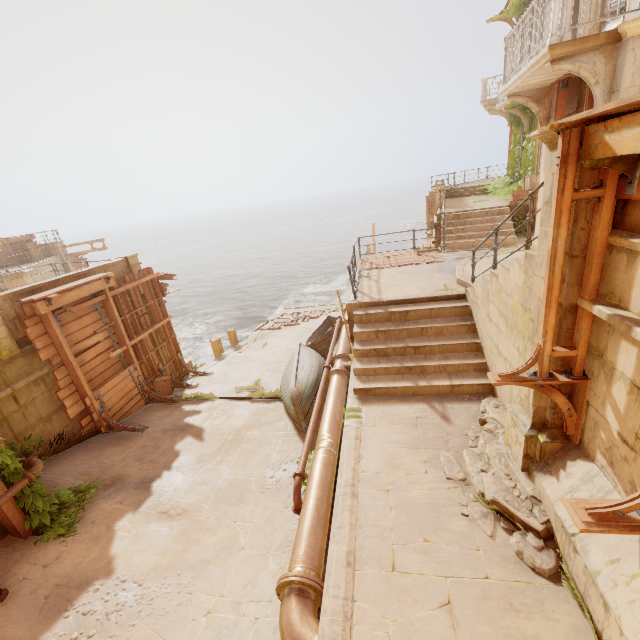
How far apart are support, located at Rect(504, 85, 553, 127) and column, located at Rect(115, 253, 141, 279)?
13.0m

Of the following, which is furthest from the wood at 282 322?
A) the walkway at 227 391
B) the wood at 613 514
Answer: the wood at 613 514

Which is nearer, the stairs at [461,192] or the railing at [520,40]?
the railing at [520,40]

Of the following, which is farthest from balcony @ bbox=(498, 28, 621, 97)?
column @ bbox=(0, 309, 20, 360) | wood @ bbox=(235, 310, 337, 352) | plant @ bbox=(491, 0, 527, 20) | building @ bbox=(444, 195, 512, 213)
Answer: wood @ bbox=(235, 310, 337, 352)

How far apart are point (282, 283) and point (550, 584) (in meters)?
38.93

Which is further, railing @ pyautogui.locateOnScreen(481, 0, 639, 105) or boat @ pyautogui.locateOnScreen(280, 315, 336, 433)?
boat @ pyautogui.locateOnScreen(280, 315, 336, 433)

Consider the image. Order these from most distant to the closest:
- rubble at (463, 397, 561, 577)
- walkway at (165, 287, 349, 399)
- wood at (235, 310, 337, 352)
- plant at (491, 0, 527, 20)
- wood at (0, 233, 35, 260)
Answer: wood at (0, 233, 35, 260) → wood at (235, 310, 337, 352) → plant at (491, 0, 527, 20) → walkway at (165, 287, 349, 399) → rubble at (463, 397, 561, 577)

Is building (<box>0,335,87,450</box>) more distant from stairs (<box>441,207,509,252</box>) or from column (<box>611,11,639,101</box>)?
column (<box>611,11,639,101</box>)
